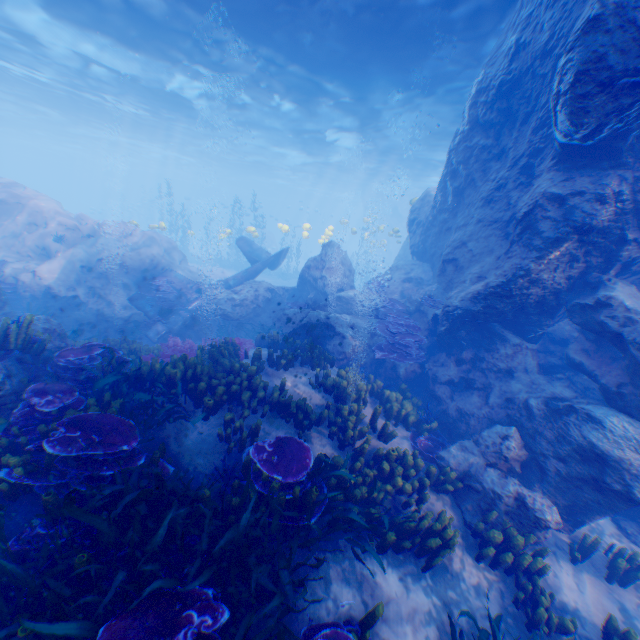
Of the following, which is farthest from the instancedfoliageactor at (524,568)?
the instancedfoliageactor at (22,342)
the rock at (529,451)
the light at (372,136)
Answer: the light at (372,136)

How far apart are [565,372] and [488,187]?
6.0m

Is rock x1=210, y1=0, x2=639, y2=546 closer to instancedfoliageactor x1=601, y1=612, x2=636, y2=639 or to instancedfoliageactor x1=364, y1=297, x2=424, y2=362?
instancedfoliageactor x1=364, y1=297, x2=424, y2=362

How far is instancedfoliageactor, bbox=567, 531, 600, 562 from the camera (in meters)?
6.14

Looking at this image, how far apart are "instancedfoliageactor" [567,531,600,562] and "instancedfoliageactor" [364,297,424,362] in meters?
5.2

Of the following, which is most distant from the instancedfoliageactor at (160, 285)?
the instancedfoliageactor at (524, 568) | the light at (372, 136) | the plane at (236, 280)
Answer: the light at (372, 136)

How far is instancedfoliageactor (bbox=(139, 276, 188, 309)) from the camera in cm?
1478

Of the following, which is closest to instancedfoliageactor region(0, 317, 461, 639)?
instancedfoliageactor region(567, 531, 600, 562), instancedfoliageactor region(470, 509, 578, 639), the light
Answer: instancedfoliageactor region(470, 509, 578, 639)
